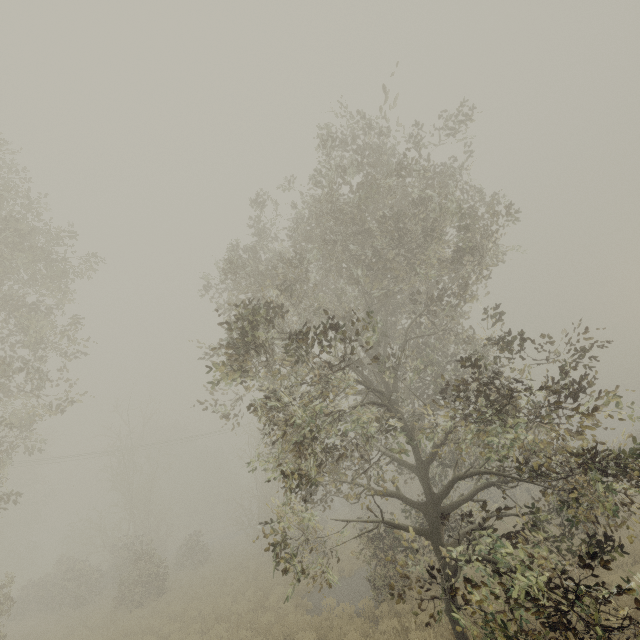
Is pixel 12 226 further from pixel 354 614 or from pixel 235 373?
pixel 354 614
